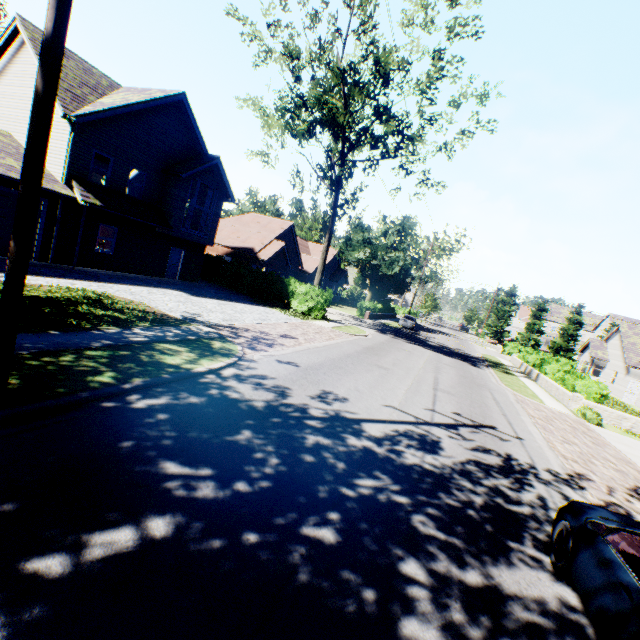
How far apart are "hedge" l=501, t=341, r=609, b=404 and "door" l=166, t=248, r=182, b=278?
28.33m

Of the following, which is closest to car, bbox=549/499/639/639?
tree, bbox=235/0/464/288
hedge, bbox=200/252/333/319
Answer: tree, bbox=235/0/464/288

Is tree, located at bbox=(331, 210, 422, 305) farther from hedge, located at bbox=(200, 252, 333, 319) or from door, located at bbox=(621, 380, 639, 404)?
door, located at bbox=(621, 380, 639, 404)

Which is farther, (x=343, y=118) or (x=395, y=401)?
(x=343, y=118)

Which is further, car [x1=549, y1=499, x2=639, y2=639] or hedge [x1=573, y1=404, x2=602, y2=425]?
hedge [x1=573, y1=404, x2=602, y2=425]

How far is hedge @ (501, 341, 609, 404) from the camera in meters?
17.9

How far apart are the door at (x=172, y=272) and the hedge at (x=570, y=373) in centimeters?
2833cm

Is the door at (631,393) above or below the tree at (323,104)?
below
